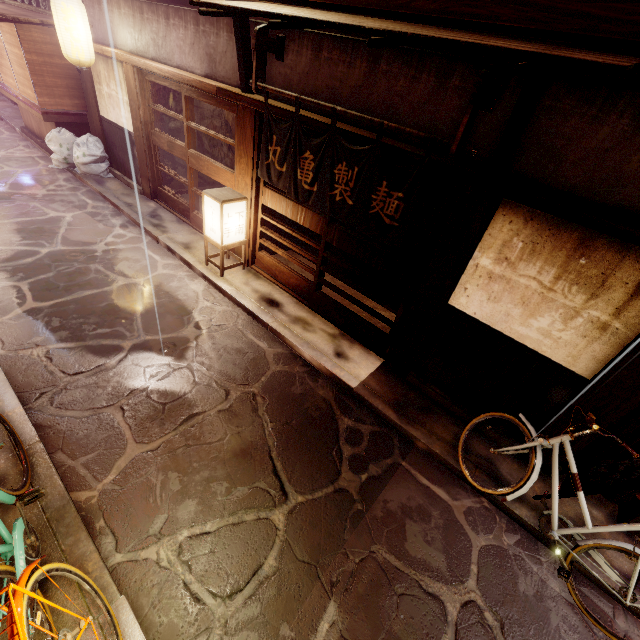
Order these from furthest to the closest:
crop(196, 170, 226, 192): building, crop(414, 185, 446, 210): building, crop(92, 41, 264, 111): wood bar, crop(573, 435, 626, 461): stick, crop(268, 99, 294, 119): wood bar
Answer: crop(196, 170, 226, 192): building < crop(414, 185, 446, 210): building < crop(92, 41, 264, 111): wood bar < crop(268, 99, 294, 119): wood bar < crop(573, 435, 626, 461): stick

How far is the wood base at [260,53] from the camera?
7.77m

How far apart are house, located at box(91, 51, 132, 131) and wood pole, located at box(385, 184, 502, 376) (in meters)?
14.30

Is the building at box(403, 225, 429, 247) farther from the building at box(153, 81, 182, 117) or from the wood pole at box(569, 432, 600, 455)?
the wood pole at box(569, 432, 600, 455)

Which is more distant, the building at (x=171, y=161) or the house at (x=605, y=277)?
the building at (x=171, y=161)

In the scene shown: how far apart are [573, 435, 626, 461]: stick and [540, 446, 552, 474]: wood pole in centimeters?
1cm

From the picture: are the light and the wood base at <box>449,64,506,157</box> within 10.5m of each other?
yes

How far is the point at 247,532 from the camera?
5.8m
